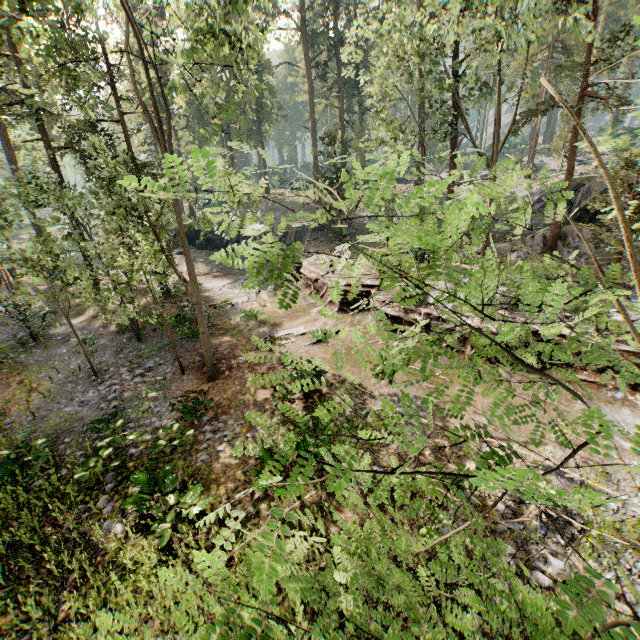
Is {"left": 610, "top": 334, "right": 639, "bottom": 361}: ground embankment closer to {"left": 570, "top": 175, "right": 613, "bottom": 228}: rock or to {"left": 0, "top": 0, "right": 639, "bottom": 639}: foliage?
{"left": 0, "top": 0, "right": 639, "bottom": 639}: foliage

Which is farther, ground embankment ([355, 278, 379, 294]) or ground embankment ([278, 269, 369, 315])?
ground embankment ([278, 269, 369, 315])

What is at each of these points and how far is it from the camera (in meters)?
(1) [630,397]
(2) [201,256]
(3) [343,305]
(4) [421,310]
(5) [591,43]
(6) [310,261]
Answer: (1) ground embankment, 10.87
(2) rock, 33.97
(3) ground embankment, 19.47
(4) ground embankment, 15.46
(5) foliage, 17.97
(6) ground embankment, 25.25

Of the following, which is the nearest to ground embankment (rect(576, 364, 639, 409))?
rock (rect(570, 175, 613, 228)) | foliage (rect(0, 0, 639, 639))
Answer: foliage (rect(0, 0, 639, 639))

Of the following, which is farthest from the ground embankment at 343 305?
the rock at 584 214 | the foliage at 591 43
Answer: the rock at 584 214

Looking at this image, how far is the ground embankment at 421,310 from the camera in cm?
1530

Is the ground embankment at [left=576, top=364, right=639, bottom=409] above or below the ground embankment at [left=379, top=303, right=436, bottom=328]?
below

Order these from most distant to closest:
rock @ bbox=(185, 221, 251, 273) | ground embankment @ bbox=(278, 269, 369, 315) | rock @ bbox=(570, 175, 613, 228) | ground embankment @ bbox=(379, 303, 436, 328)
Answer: rock @ bbox=(185, 221, 251, 273) → rock @ bbox=(570, 175, 613, 228) → ground embankment @ bbox=(278, 269, 369, 315) → ground embankment @ bbox=(379, 303, 436, 328)
